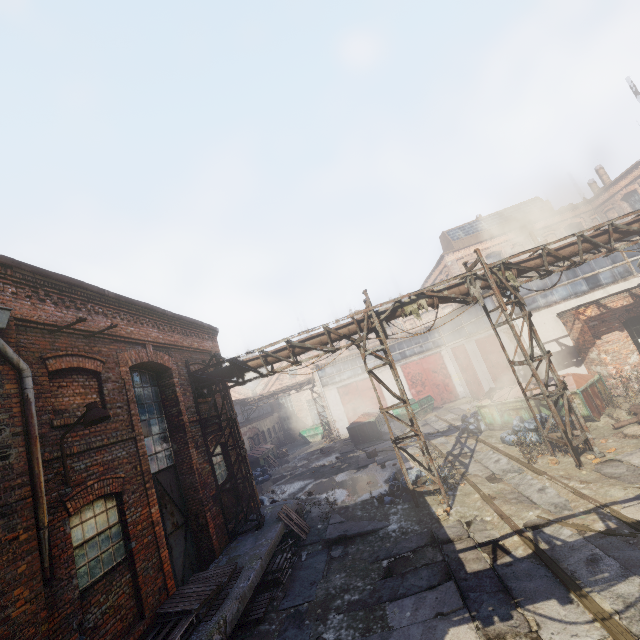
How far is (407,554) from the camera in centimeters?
795cm

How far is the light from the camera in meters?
5.7

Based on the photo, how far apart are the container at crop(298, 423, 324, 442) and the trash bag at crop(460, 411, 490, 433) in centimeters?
1661cm

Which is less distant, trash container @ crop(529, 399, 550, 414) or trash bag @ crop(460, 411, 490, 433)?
trash container @ crop(529, 399, 550, 414)

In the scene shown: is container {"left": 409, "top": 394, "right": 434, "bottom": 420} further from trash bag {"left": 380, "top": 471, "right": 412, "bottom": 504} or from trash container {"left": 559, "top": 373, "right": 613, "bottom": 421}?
trash bag {"left": 380, "top": 471, "right": 412, "bottom": 504}

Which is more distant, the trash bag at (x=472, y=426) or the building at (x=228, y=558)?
the trash bag at (x=472, y=426)

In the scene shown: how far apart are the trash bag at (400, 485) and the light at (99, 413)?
8.85m

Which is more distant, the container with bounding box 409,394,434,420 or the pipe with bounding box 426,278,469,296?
the container with bounding box 409,394,434,420
